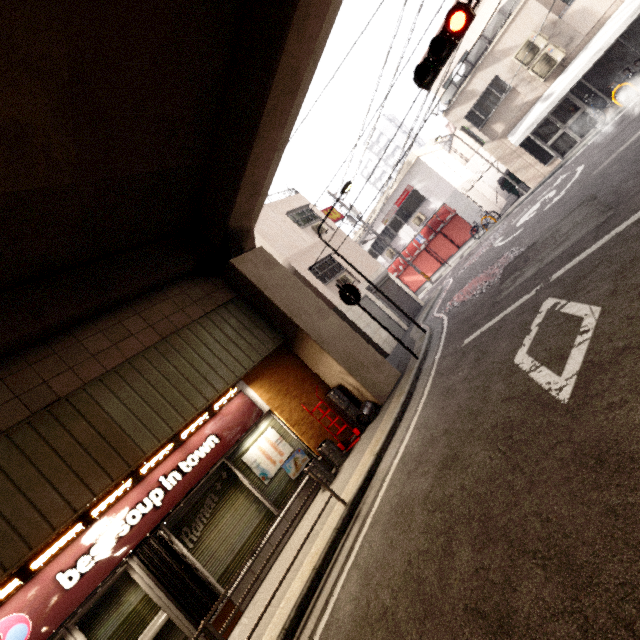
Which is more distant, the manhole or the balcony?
the balcony

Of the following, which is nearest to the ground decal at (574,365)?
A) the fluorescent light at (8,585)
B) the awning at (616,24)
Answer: Answer: the fluorescent light at (8,585)

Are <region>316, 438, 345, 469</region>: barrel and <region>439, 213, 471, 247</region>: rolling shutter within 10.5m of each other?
no

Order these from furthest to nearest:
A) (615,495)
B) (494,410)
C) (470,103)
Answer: (470,103) < (494,410) < (615,495)

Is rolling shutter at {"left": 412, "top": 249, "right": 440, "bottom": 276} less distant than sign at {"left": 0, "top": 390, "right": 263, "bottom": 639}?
No

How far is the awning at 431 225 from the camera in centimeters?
1929cm

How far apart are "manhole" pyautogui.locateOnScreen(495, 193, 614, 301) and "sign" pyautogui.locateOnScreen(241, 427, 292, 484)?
5.6 meters

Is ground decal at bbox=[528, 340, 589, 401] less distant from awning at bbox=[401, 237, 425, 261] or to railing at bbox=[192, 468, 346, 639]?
railing at bbox=[192, 468, 346, 639]
